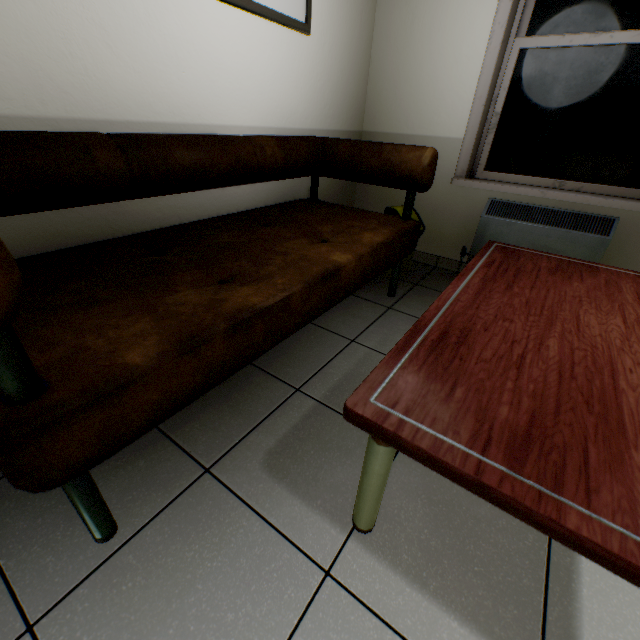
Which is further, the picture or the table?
the picture

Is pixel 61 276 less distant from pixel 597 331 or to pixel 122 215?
pixel 122 215

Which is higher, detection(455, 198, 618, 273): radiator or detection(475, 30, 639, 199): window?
detection(475, 30, 639, 199): window

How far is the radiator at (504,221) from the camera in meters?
2.1

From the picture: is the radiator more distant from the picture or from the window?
the picture

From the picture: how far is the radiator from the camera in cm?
210

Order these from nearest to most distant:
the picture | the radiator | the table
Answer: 1. the table
2. the picture
3. the radiator

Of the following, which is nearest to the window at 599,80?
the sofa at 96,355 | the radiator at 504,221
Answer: the radiator at 504,221
